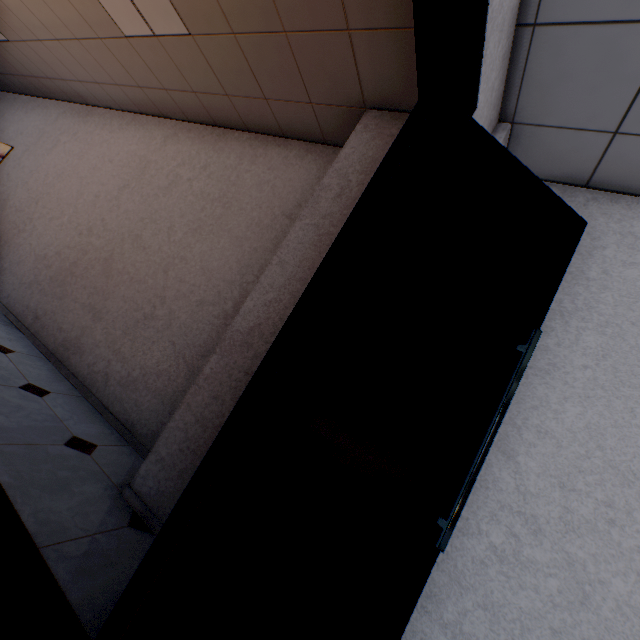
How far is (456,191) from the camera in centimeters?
138cm

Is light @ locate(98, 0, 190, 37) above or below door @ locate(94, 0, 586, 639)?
above

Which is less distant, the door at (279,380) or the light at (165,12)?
the door at (279,380)

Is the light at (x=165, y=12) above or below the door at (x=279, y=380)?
above

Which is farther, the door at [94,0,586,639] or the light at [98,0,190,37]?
the light at [98,0,190,37]
